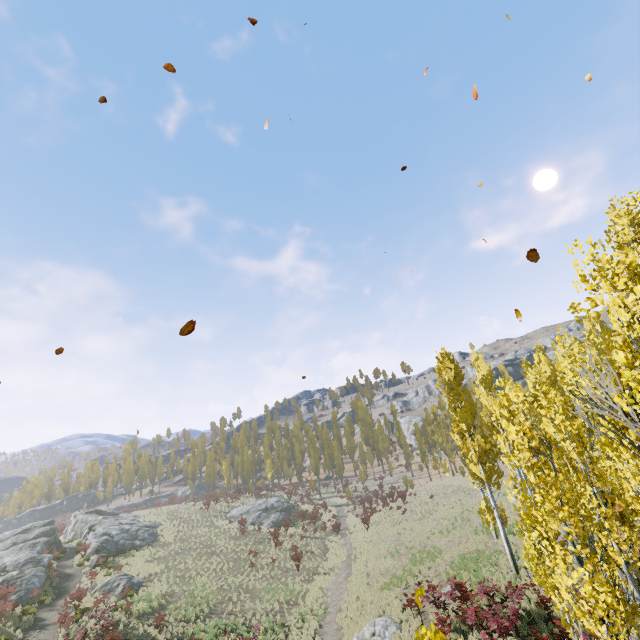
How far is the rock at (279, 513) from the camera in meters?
41.5 m

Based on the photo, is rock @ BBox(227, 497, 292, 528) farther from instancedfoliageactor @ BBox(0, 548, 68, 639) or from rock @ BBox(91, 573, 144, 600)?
rock @ BBox(91, 573, 144, 600)

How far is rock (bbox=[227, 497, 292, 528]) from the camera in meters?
41.5 m

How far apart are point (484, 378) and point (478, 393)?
1.4m

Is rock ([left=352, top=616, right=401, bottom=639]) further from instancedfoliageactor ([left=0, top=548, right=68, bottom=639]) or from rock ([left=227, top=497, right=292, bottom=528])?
rock ([left=227, top=497, right=292, bottom=528])

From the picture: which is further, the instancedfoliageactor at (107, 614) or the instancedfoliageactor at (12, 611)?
the instancedfoliageactor at (12, 611)

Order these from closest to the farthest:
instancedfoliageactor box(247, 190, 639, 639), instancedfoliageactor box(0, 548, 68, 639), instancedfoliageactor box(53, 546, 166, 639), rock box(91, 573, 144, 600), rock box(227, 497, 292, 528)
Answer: instancedfoliageactor box(247, 190, 639, 639)
instancedfoliageactor box(53, 546, 166, 639)
instancedfoliageactor box(0, 548, 68, 639)
rock box(91, 573, 144, 600)
rock box(227, 497, 292, 528)

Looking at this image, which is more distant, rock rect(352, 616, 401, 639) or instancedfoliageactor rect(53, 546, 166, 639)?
instancedfoliageactor rect(53, 546, 166, 639)
